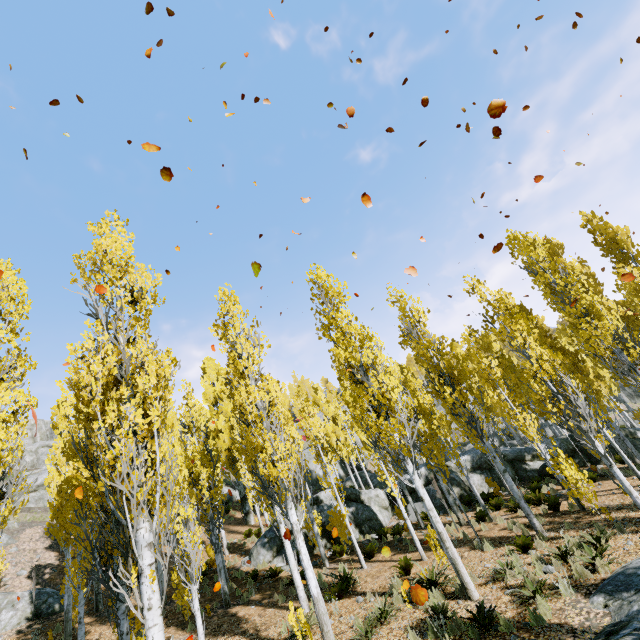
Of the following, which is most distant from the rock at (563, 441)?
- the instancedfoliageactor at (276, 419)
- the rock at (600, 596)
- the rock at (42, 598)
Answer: the rock at (42, 598)

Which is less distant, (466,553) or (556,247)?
(466,553)

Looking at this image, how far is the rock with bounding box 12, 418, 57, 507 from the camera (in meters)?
27.89

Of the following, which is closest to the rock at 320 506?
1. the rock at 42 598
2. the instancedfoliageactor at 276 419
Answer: the instancedfoliageactor at 276 419

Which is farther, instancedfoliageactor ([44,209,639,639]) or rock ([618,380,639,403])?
rock ([618,380,639,403])

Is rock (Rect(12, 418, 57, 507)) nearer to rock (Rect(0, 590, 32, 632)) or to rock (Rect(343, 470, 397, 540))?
rock (Rect(343, 470, 397, 540))

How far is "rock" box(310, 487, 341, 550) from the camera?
16.8m
